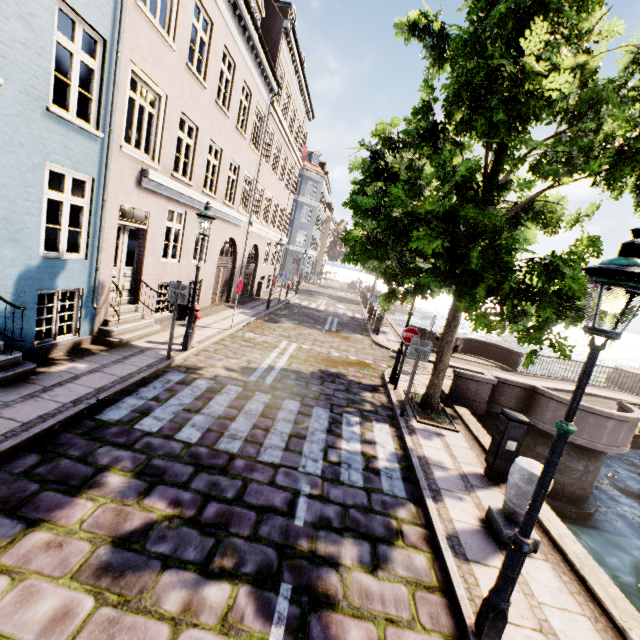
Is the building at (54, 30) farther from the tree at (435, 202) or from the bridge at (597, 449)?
the bridge at (597, 449)

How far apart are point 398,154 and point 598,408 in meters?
17.2 m

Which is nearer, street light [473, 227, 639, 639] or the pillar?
street light [473, 227, 639, 639]

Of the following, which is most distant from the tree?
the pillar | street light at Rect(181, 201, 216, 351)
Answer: street light at Rect(181, 201, 216, 351)

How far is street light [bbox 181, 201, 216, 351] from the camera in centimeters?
807cm

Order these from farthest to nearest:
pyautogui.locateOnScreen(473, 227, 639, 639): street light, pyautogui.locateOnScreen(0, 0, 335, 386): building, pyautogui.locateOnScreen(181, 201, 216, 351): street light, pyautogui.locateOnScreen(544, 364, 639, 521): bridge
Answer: pyautogui.locateOnScreen(544, 364, 639, 521): bridge → pyautogui.locateOnScreen(181, 201, 216, 351): street light → pyautogui.locateOnScreen(0, 0, 335, 386): building → pyautogui.locateOnScreen(473, 227, 639, 639): street light

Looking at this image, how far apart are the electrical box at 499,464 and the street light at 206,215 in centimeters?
745cm

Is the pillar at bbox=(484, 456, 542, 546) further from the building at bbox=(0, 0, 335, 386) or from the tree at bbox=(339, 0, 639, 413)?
the building at bbox=(0, 0, 335, 386)
